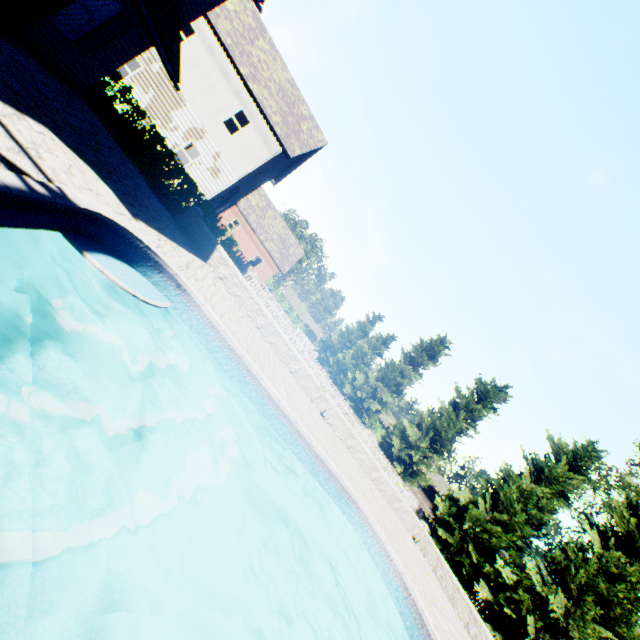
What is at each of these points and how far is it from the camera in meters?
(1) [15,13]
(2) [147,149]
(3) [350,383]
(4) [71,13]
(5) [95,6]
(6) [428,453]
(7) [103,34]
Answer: (1) chimney, 6.5
(2) hedge, 13.8
(3) tree, 33.7
(4) curtain, 8.2
(5) curtain, 8.4
(6) tree, 24.4
(7) shutter, 9.0

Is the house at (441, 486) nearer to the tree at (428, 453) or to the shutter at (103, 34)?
the tree at (428, 453)

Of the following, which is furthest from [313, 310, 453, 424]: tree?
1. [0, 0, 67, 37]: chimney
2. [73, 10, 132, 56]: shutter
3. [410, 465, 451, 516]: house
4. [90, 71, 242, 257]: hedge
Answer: [73, 10, 132, 56]: shutter

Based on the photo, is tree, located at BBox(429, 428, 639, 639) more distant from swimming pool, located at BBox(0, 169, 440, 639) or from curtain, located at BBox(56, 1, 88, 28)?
curtain, located at BBox(56, 1, 88, 28)

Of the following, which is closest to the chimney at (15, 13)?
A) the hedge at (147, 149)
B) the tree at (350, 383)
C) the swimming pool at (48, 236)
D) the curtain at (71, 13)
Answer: the curtain at (71, 13)

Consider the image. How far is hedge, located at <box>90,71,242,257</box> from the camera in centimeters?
1319cm

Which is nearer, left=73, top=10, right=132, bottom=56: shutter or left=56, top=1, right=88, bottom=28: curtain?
left=56, top=1, right=88, bottom=28: curtain

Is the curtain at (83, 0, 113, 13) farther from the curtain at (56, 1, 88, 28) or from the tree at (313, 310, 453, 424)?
the tree at (313, 310, 453, 424)
